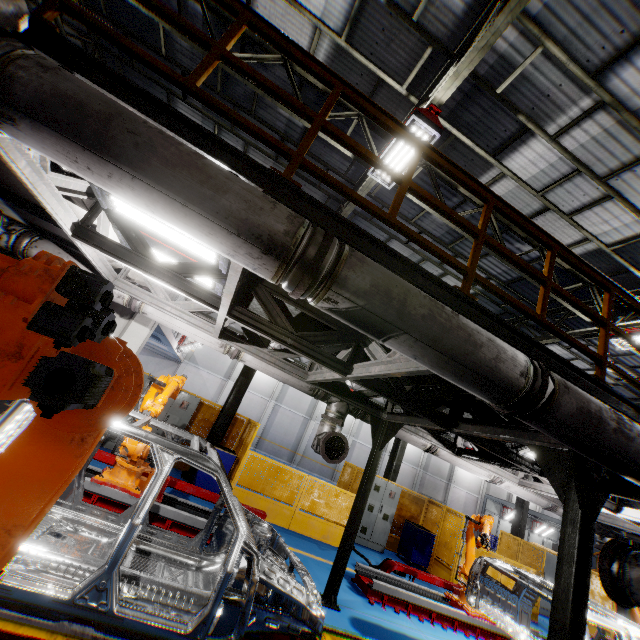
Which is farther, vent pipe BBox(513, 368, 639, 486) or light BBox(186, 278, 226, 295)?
light BBox(186, 278, 226, 295)

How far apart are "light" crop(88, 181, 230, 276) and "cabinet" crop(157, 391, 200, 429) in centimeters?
708cm

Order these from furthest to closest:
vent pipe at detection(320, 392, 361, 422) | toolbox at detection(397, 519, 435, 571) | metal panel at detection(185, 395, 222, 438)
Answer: toolbox at detection(397, 519, 435, 571) < metal panel at detection(185, 395, 222, 438) < vent pipe at detection(320, 392, 361, 422)

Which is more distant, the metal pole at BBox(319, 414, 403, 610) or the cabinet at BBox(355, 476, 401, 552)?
the cabinet at BBox(355, 476, 401, 552)

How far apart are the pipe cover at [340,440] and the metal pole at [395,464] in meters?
8.5

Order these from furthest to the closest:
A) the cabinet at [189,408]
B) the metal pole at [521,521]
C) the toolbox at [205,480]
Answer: the metal pole at [521,521] < the cabinet at [189,408] < the toolbox at [205,480]

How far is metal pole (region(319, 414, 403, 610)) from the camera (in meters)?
5.80

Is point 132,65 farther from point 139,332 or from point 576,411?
point 576,411
